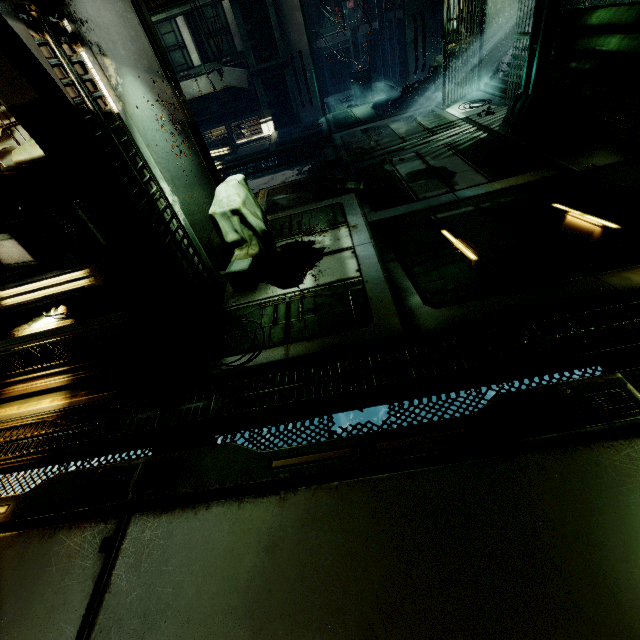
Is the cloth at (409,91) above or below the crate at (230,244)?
below

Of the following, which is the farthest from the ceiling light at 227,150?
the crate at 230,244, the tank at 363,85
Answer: the crate at 230,244

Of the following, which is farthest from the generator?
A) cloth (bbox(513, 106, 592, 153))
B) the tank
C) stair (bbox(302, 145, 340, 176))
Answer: the tank

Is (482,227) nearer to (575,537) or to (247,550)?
(575,537)

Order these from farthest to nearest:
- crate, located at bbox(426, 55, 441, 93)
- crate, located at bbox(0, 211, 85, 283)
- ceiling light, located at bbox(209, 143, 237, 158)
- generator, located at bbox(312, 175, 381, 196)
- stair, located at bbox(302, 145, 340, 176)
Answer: ceiling light, located at bbox(209, 143, 237, 158) < crate, located at bbox(426, 55, 441, 93) < stair, located at bbox(302, 145, 340, 176) < generator, located at bbox(312, 175, 381, 196) < crate, located at bbox(0, 211, 85, 283)

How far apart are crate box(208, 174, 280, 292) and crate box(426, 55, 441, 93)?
10.6 meters

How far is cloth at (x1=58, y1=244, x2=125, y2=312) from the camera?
3.9m

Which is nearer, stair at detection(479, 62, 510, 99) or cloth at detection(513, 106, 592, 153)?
cloth at detection(513, 106, 592, 153)
